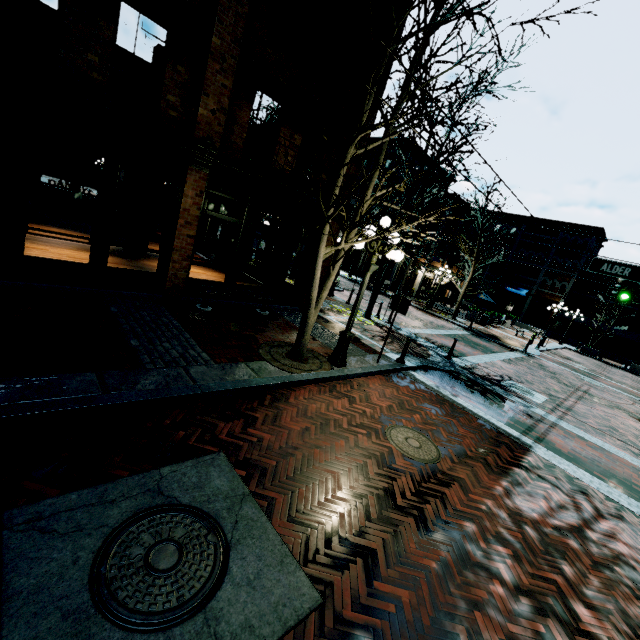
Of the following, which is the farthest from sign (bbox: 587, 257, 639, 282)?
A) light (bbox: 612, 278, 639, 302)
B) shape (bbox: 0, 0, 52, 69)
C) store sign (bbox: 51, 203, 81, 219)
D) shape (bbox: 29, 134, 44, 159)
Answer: shape (bbox: 29, 134, 44, 159)

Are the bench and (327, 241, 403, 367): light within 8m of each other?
yes

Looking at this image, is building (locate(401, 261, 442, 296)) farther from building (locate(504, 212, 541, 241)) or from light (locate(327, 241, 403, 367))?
light (locate(327, 241, 403, 367))

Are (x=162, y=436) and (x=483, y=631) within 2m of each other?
no

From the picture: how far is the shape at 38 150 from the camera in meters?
13.1

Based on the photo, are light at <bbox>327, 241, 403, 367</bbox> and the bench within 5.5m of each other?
yes

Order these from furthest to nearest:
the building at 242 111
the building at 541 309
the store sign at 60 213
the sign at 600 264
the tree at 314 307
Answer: the building at 541 309 < the sign at 600 264 < the store sign at 60 213 < the building at 242 111 < the tree at 314 307

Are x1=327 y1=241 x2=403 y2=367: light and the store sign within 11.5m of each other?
yes
